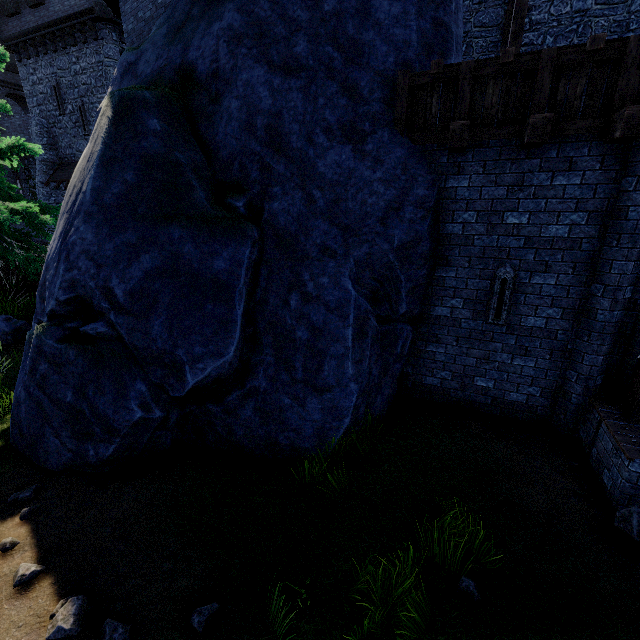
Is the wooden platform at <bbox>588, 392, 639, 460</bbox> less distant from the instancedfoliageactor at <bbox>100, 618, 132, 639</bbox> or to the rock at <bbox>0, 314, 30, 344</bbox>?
the instancedfoliageactor at <bbox>100, 618, 132, 639</bbox>

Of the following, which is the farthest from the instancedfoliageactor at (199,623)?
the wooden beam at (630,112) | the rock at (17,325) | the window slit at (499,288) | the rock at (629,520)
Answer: the rock at (17,325)

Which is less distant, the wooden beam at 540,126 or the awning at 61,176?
the wooden beam at 540,126

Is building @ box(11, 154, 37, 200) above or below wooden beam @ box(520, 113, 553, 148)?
above

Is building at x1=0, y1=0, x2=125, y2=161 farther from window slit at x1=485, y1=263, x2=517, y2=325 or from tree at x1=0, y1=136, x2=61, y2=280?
window slit at x1=485, y1=263, x2=517, y2=325

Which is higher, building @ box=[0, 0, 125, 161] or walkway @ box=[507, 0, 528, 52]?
building @ box=[0, 0, 125, 161]

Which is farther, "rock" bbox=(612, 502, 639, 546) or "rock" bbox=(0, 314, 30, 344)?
"rock" bbox=(0, 314, 30, 344)

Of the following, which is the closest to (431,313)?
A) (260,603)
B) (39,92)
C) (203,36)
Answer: (260,603)
